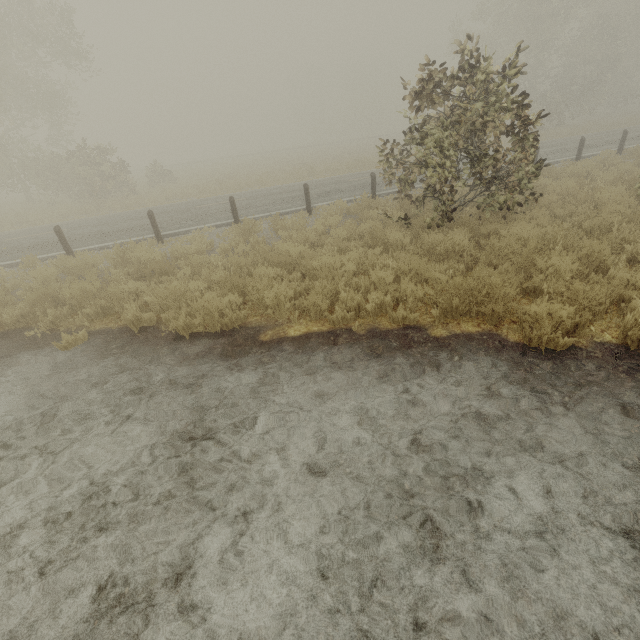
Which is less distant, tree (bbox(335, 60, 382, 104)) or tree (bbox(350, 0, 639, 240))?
tree (bbox(350, 0, 639, 240))

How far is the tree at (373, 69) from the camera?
57.2 meters

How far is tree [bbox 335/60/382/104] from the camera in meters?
57.2

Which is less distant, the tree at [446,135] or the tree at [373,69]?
the tree at [446,135]

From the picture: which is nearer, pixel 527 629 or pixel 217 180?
pixel 527 629
